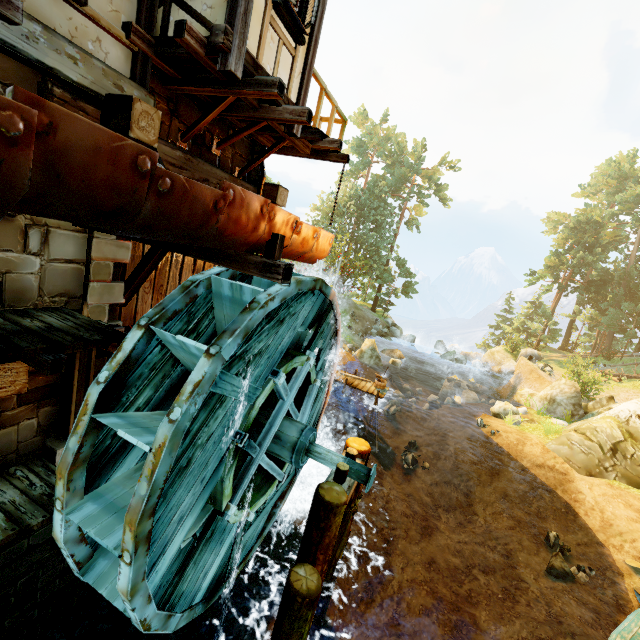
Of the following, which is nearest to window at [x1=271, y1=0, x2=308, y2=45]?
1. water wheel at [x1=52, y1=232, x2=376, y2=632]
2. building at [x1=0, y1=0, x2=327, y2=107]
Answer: building at [x1=0, y1=0, x2=327, y2=107]

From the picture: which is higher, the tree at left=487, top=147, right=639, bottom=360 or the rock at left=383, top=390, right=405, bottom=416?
the tree at left=487, top=147, right=639, bottom=360

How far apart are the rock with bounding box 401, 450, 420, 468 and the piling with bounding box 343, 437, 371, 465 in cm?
776

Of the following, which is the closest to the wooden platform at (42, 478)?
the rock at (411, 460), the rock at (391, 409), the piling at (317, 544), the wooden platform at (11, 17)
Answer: the piling at (317, 544)

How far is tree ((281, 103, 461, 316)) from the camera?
34.9 meters

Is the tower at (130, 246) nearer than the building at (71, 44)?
No

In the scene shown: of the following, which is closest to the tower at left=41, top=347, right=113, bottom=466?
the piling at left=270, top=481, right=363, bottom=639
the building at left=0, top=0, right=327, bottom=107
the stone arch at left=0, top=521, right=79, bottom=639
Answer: the building at left=0, top=0, right=327, bottom=107

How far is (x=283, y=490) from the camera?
8.0 meters
